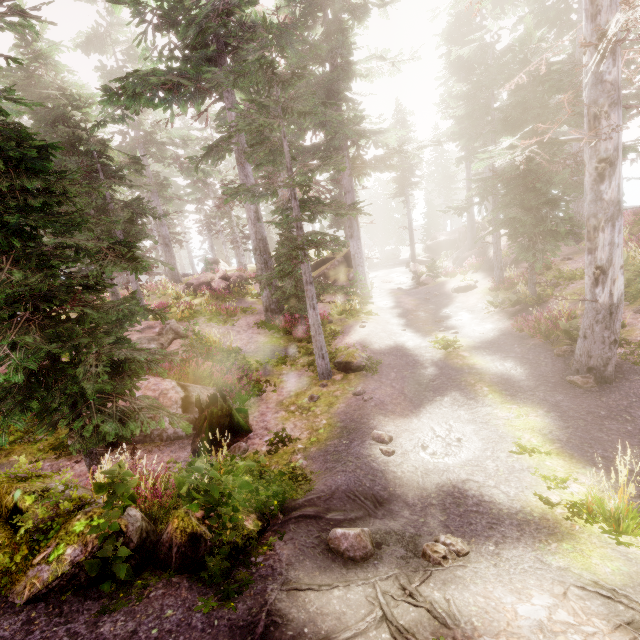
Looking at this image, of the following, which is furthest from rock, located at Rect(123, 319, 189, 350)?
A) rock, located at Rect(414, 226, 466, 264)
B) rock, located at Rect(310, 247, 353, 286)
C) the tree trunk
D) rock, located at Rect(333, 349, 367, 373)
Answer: rock, located at Rect(414, 226, 466, 264)

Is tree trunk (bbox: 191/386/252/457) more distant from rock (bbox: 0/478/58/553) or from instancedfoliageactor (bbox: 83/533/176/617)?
rock (bbox: 0/478/58/553)

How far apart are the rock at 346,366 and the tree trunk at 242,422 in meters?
3.5

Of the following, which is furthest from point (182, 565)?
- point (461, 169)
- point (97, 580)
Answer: point (461, 169)

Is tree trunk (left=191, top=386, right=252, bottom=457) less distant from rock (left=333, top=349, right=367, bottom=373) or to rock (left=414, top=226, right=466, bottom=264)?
rock (left=333, top=349, right=367, bottom=373)

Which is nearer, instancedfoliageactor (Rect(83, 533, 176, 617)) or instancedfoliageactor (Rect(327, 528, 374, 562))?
instancedfoliageactor (Rect(83, 533, 176, 617))

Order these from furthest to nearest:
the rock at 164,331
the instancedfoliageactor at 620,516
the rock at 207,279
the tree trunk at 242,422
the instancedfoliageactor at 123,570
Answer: the rock at 207,279, the rock at 164,331, the tree trunk at 242,422, the instancedfoliageactor at 620,516, the instancedfoliageactor at 123,570

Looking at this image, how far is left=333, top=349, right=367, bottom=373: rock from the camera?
11.5m
